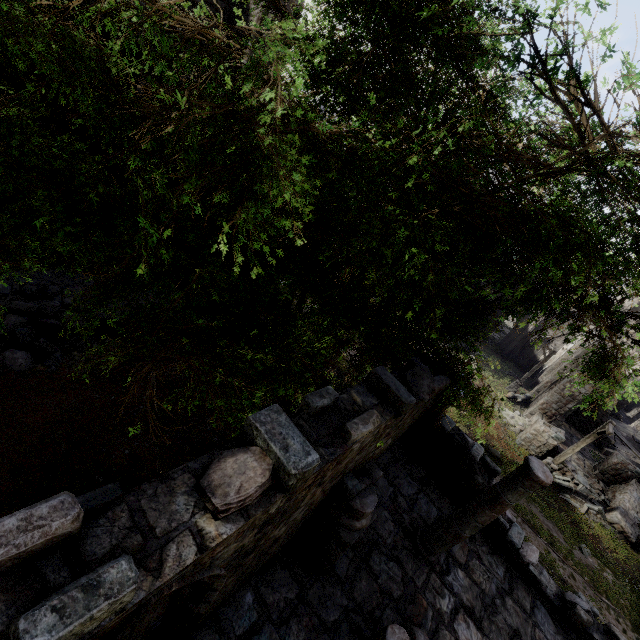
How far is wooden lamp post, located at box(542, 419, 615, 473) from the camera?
15.11m

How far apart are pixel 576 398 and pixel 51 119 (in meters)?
29.86

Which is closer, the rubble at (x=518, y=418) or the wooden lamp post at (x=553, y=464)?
the wooden lamp post at (x=553, y=464)

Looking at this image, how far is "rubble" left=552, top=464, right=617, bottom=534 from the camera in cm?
1686

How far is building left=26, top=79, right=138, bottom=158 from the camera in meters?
9.6 m

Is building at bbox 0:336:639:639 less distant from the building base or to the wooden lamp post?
the building base

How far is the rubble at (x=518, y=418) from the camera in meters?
20.5

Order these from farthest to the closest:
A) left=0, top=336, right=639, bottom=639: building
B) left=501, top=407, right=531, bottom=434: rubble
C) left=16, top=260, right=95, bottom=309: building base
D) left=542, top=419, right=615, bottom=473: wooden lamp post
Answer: left=501, top=407, right=531, bottom=434: rubble, left=542, top=419, right=615, bottom=473: wooden lamp post, left=16, top=260, right=95, bottom=309: building base, left=0, top=336, right=639, bottom=639: building
